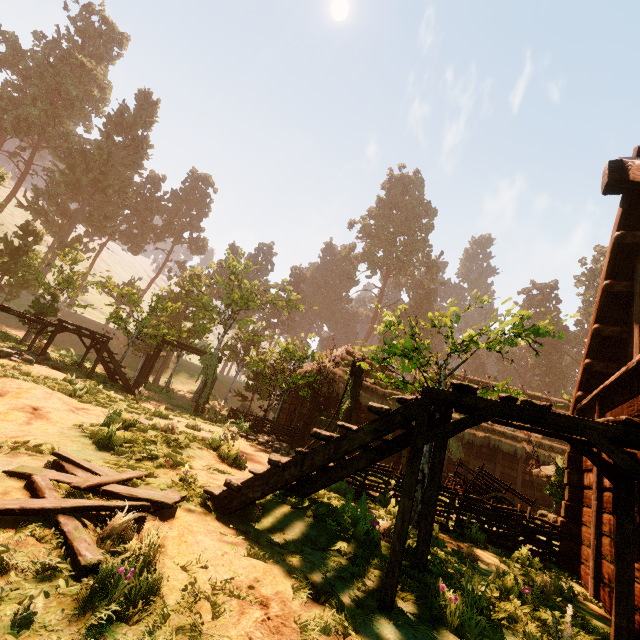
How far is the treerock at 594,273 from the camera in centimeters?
5067cm

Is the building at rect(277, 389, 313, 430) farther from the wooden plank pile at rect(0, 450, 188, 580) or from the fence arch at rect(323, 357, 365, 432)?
the fence arch at rect(323, 357, 365, 432)

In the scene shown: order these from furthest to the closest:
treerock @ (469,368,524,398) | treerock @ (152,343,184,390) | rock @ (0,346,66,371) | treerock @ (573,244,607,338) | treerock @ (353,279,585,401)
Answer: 1. treerock @ (573,244,607,338)
2. treerock @ (152,343,184,390)
3. rock @ (0,346,66,371)
4. treerock @ (469,368,524,398)
5. treerock @ (353,279,585,401)

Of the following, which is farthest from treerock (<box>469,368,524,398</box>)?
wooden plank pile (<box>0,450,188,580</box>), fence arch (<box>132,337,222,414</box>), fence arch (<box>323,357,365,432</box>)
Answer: wooden plank pile (<box>0,450,188,580</box>)

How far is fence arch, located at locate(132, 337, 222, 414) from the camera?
18.0 meters

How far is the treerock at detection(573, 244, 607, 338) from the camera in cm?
5067

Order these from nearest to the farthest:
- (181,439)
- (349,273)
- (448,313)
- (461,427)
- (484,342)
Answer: (461,427) < (181,439) < (484,342) < (448,313) < (349,273)
